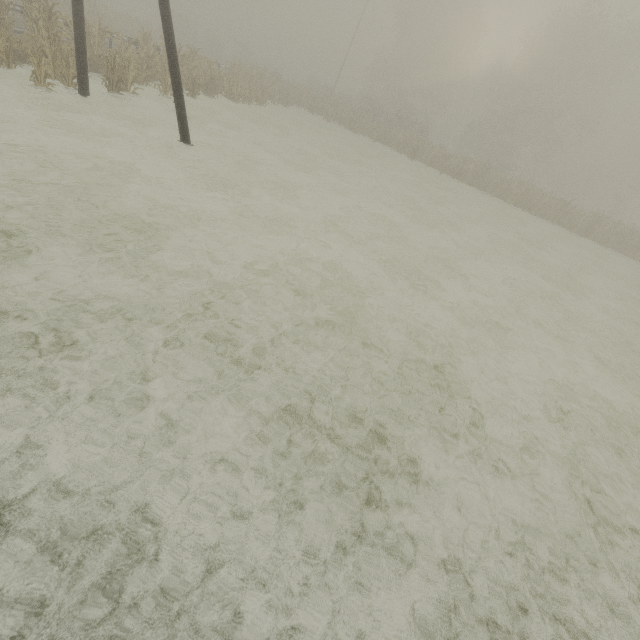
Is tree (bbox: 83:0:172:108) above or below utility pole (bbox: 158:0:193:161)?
below

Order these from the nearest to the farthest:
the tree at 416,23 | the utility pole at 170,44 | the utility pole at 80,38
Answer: the utility pole at 170,44, the utility pole at 80,38, the tree at 416,23

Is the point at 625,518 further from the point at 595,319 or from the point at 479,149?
the point at 479,149

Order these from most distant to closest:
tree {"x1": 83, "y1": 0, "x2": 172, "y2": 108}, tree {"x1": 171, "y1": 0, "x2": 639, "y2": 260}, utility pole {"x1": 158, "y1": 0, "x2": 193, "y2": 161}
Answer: tree {"x1": 171, "y1": 0, "x2": 639, "y2": 260}
tree {"x1": 83, "y1": 0, "x2": 172, "y2": 108}
utility pole {"x1": 158, "y1": 0, "x2": 193, "y2": 161}

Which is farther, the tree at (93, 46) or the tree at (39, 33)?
the tree at (93, 46)

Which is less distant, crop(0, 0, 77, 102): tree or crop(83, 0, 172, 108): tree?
crop(0, 0, 77, 102): tree

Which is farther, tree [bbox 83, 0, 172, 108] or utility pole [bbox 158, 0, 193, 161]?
tree [bbox 83, 0, 172, 108]
